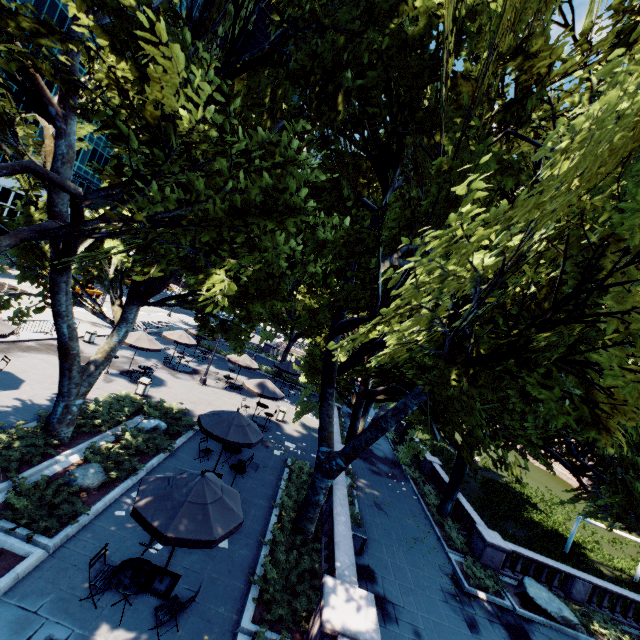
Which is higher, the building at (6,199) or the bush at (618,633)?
the building at (6,199)

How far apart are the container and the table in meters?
9.1

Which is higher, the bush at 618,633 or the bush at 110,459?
the bush at 110,459

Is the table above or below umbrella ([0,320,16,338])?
below

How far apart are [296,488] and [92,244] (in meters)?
13.67

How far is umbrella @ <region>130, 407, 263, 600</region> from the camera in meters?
7.2

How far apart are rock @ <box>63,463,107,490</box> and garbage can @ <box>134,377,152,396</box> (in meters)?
7.33

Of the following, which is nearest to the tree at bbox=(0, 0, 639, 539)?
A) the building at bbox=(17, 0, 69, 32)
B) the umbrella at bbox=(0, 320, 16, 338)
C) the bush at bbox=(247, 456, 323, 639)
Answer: the bush at bbox=(247, 456, 323, 639)
